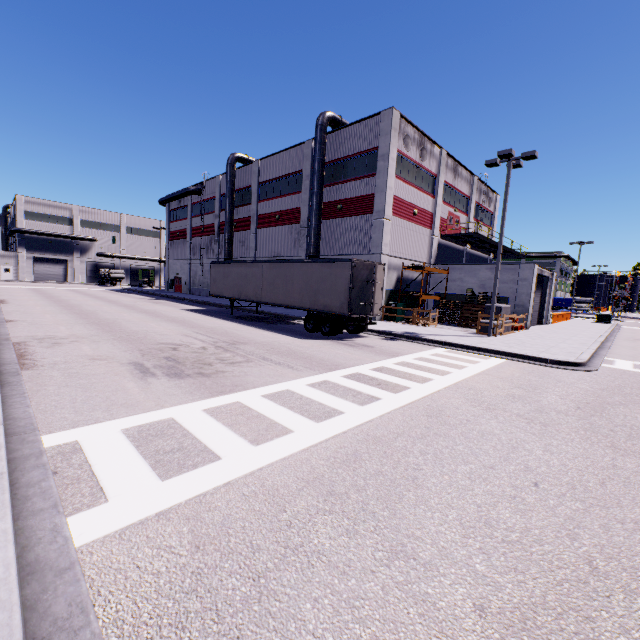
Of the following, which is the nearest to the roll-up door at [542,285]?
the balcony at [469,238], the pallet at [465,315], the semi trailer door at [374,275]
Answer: the balcony at [469,238]

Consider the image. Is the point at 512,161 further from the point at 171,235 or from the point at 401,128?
the point at 171,235

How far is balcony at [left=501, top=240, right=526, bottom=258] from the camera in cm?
3502

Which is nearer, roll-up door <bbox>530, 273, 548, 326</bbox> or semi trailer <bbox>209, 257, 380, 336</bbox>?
semi trailer <bbox>209, 257, 380, 336</bbox>

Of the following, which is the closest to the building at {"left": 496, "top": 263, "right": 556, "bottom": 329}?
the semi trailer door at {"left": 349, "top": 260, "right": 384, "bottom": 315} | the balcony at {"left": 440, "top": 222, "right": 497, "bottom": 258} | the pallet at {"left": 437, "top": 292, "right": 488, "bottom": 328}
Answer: the balcony at {"left": 440, "top": 222, "right": 497, "bottom": 258}

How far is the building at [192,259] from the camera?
39.44m

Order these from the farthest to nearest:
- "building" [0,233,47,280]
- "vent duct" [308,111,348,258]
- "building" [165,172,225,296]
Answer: "building" [0,233,47,280]
"building" [165,172,225,296]
"vent duct" [308,111,348,258]

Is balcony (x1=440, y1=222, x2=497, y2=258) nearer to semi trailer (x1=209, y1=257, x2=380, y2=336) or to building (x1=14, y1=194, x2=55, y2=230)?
building (x1=14, y1=194, x2=55, y2=230)
